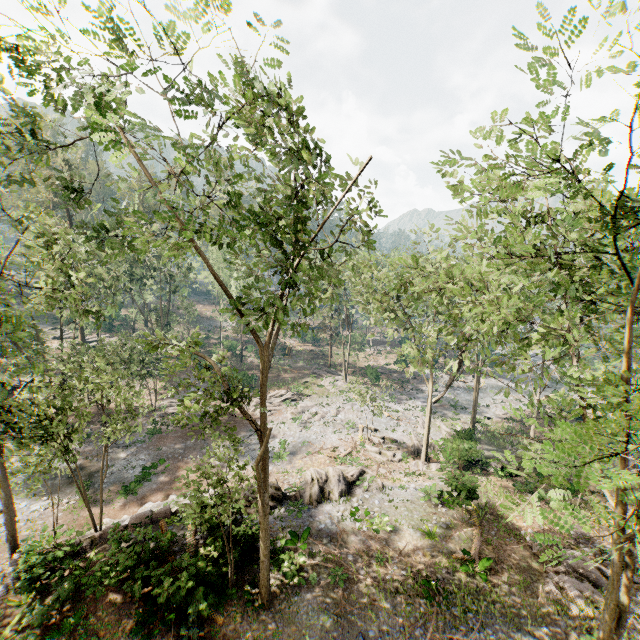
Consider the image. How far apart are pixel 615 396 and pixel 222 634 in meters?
15.8 m

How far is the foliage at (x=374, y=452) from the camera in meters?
27.2

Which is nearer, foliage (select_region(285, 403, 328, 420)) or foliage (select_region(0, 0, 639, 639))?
foliage (select_region(0, 0, 639, 639))

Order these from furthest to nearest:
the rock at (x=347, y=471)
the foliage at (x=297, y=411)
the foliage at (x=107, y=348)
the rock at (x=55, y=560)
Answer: the foliage at (x=297, y=411) → the rock at (x=347, y=471) → the rock at (x=55, y=560) → the foliage at (x=107, y=348)

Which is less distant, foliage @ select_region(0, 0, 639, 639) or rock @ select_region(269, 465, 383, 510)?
foliage @ select_region(0, 0, 639, 639)

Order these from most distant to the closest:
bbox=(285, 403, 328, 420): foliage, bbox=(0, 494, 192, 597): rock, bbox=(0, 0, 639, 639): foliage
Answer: bbox=(285, 403, 328, 420): foliage < bbox=(0, 494, 192, 597): rock < bbox=(0, 0, 639, 639): foliage

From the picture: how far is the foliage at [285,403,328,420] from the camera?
34.0 meters
